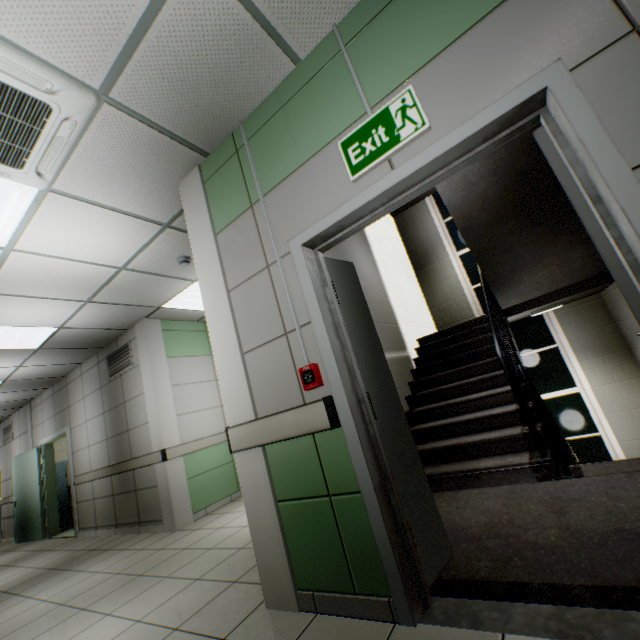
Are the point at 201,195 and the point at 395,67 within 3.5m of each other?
yes

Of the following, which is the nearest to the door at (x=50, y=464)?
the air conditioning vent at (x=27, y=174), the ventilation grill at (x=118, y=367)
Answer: the ventilation grill at (x=118, y=367)

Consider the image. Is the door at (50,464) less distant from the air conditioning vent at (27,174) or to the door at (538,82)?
the air conditioning vent at (27,174)

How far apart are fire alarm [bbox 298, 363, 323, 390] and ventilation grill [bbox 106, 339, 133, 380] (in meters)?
A: 4.74

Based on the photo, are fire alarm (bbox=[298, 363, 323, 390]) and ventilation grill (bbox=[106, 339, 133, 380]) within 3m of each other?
no

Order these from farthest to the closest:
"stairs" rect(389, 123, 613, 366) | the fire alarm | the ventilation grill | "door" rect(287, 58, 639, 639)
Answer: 1. the ventilation grill
2. "stairs" rect(389, 123, 613, 366)
3. the fire alarm
4. "door" rect(287, 58, 639, 639)

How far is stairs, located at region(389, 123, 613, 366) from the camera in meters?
3.5 m

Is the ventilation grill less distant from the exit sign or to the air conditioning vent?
the air conditioning vent
